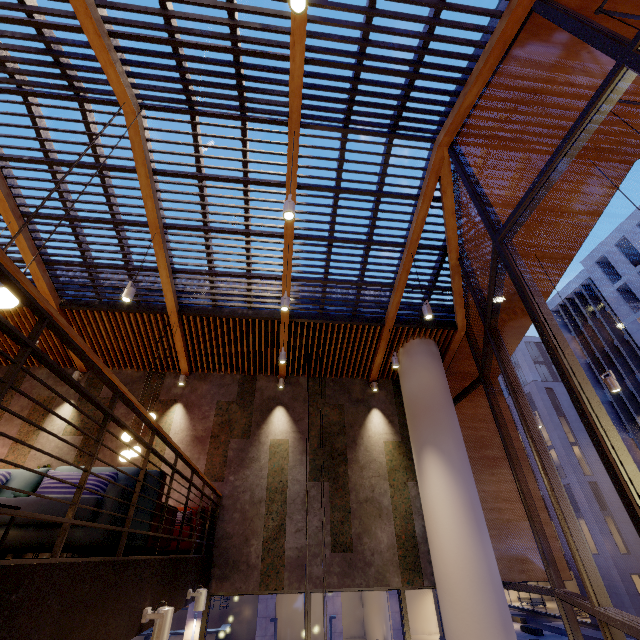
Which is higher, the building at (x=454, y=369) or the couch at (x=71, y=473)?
the building at (x=454, y=369)

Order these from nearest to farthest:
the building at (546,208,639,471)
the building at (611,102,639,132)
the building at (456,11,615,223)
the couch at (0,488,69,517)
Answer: the couch at (0,488,69,517), the building at (456,11,615,223), the building at (611,102,639,132), the building at (546,208,639,471)

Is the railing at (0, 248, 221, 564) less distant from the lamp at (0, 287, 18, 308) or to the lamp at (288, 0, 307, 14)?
the lamp at (0, 287, 18, 308)

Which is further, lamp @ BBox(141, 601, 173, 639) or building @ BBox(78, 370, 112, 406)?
building @ BBox(78, 370, 112, 406)

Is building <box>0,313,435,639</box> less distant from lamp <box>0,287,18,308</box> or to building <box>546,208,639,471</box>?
lamp <box>0,287,18,308</box>

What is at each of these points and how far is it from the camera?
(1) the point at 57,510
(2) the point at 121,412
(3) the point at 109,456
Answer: (1) couch, 2.78m
(2) building, 8.22m
(3) building, 7.61m

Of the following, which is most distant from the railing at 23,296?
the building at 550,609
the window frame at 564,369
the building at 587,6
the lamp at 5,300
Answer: the building at 550,609

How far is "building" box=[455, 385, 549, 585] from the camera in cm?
727
